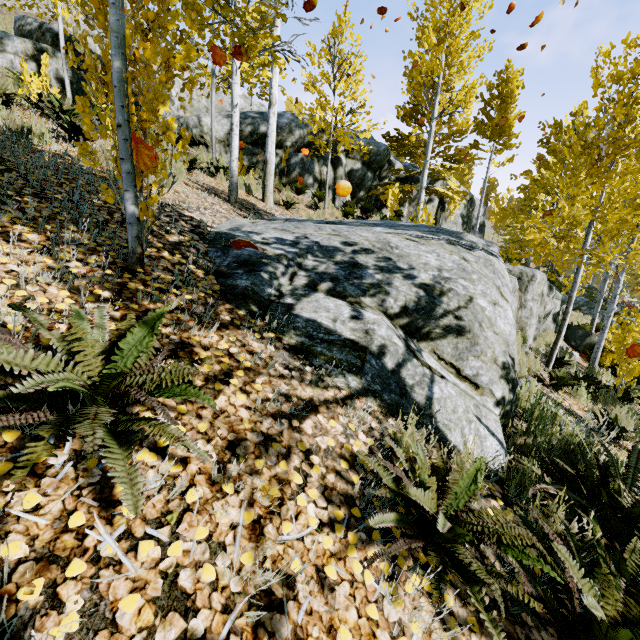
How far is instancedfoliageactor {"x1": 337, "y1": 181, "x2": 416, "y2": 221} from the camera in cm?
1155

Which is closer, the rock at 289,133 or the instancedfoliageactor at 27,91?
the instancedfoliageactor at 27,91

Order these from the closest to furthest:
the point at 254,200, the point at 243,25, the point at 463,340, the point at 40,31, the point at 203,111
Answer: the point at 463,340 → the point at 243,25 → the point at 254,200 → the point at 40,31 → the point at 203,111

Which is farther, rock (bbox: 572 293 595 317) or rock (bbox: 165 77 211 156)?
rock (bbox: 572 293 595 317)

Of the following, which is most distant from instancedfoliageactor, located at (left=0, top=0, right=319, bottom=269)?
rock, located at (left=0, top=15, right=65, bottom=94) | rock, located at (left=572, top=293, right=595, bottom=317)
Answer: rock, located at (left=572, top=293, right=595, bottom=317)

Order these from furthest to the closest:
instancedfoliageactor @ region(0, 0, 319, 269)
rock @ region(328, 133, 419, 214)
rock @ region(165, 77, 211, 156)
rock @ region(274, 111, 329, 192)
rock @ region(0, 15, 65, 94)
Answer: rock @ region(328, 133, 419, 214)
rock @ region(274, 111, 329, 192)
rock @ region(165, 77, 211, 156)
rock @ region(0, 15, 65, 94)
instancedfoliageactor @ region(0, 0, 319, 269)

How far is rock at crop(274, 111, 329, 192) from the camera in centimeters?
1223cm

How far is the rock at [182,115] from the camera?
11.5m
